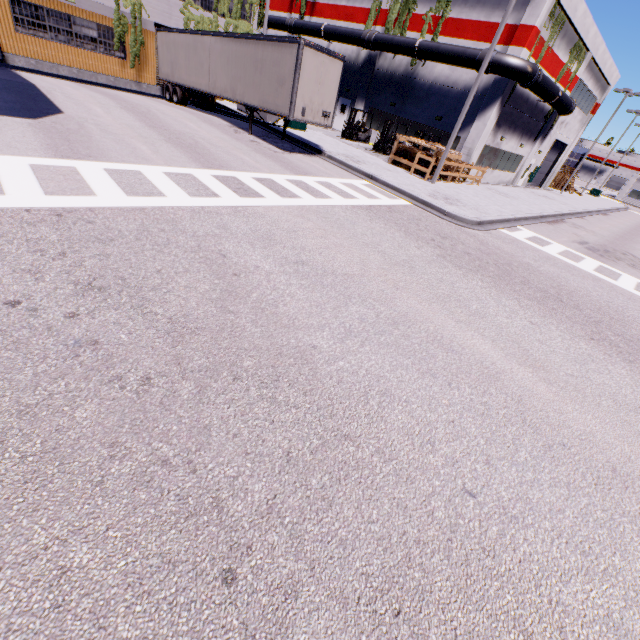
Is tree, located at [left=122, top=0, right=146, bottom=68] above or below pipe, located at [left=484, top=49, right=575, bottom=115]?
below

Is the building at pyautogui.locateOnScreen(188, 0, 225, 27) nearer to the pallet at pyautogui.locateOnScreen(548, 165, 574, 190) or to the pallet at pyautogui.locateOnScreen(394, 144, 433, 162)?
the pallet at pyautogui.locateOnScreen(394, 144, 433, 162)

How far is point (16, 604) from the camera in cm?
195

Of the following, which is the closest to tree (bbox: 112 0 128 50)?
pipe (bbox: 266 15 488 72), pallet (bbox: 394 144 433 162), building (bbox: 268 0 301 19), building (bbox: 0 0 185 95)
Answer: building (bbox: 0 0 185 95)

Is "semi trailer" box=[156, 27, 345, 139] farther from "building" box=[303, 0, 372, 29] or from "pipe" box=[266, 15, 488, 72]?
"pipe" box=[266, 15, 488, 72]

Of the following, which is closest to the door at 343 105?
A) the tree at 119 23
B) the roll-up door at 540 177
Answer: the tree at 119 23

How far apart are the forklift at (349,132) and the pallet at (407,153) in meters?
6.8 m

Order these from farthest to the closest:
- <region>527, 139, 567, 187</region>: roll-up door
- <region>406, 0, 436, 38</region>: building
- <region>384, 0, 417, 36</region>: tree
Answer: <region>527, 139, 567, 187</region>: roll-up door
<region>384, 0, 417, 36</region>: tree
<region>406, 0, 436, 38</region>: building
